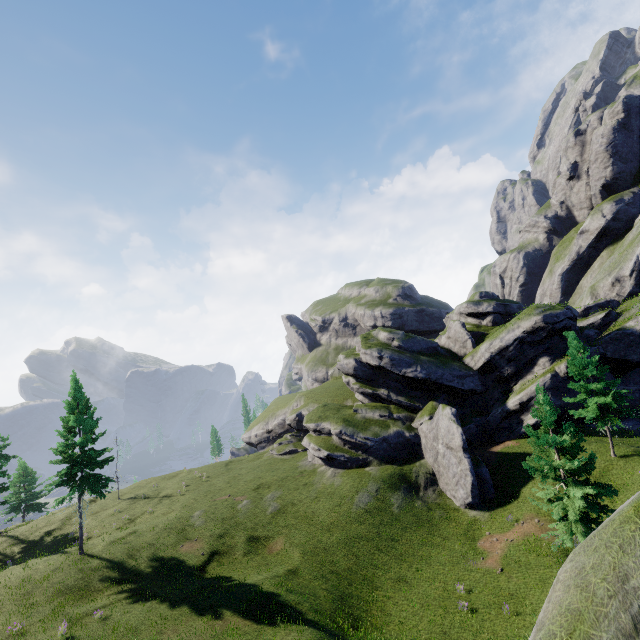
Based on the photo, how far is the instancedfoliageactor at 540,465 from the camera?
16.5 meters

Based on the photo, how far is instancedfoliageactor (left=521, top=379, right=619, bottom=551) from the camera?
16.53m

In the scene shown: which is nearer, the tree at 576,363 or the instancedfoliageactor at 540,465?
the instancedfoliageactor at 540,465

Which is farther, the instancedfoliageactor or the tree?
the tree

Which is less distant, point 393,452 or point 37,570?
point 37,570
